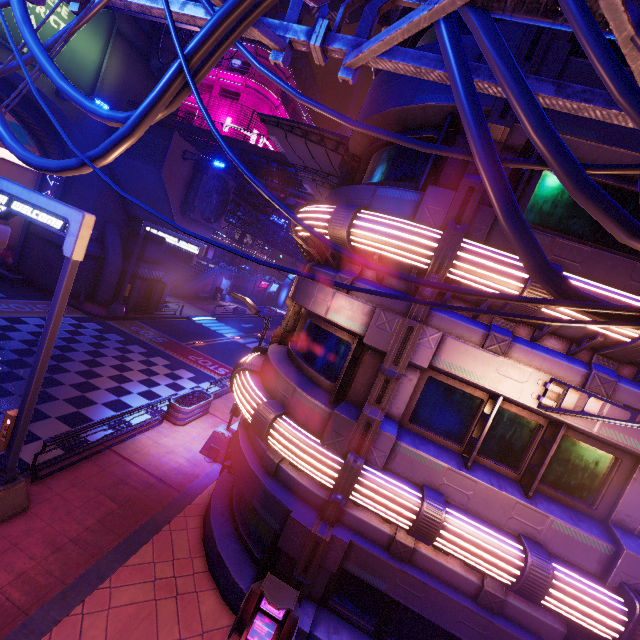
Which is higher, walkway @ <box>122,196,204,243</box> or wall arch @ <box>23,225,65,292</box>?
walkway @ <box>122,196,204,243</box>

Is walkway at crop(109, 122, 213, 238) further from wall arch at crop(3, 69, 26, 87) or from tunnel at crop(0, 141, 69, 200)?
tunnel at crop(0, 141, 69, 200)

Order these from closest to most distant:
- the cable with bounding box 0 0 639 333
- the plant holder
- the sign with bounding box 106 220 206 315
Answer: the cable with bounding box 0 0 639 333
the plant holder
the sign with bounding box 106 220 206 315

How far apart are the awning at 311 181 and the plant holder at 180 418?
11.5m

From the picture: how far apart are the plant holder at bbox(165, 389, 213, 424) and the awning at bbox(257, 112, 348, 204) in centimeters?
1150cm

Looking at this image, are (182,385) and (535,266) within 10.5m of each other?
no

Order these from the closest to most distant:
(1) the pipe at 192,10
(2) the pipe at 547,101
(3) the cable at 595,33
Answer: (3) the cable at 595,33 < (2) the pipe at 547,101 < (1) the pipe at 192,10

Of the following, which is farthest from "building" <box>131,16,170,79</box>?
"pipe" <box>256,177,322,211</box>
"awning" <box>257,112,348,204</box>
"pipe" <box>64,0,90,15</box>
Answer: "pipe" <box>64,0,90,15</box>
